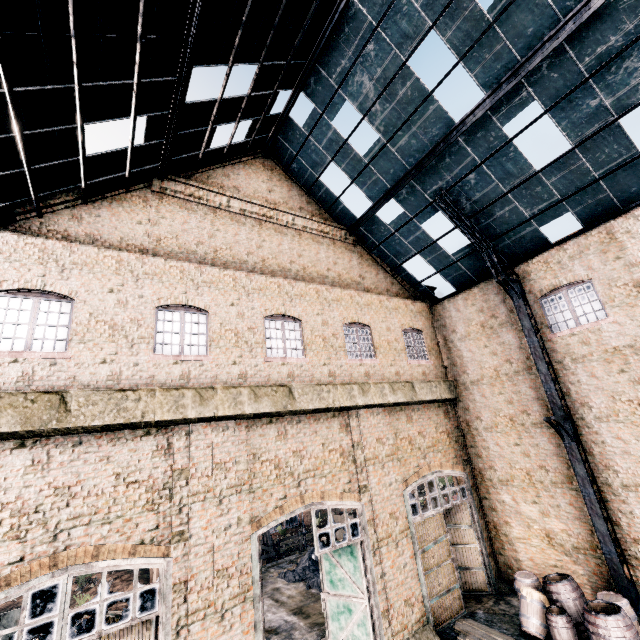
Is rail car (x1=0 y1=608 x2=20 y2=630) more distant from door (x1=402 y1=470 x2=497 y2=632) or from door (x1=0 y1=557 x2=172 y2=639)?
door (x1=402 y1=470 x2=497 y2=632)

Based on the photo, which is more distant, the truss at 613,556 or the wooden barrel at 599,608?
the truss at 613,556

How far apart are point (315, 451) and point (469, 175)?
12.55m

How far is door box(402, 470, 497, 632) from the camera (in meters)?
12.31

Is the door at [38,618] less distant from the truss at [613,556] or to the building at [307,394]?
the building at [307,394]

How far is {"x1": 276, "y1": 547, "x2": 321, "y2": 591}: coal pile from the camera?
17.5 meters

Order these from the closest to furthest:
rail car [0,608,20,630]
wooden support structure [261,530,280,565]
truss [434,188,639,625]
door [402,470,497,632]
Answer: truss [434,188,639,625] < door [402,470,497,632] < rail car [0,608,20,630] < wooden support structure [261,530,280,565]

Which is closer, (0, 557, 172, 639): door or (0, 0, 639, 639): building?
(0, 557, 172, 639): door
